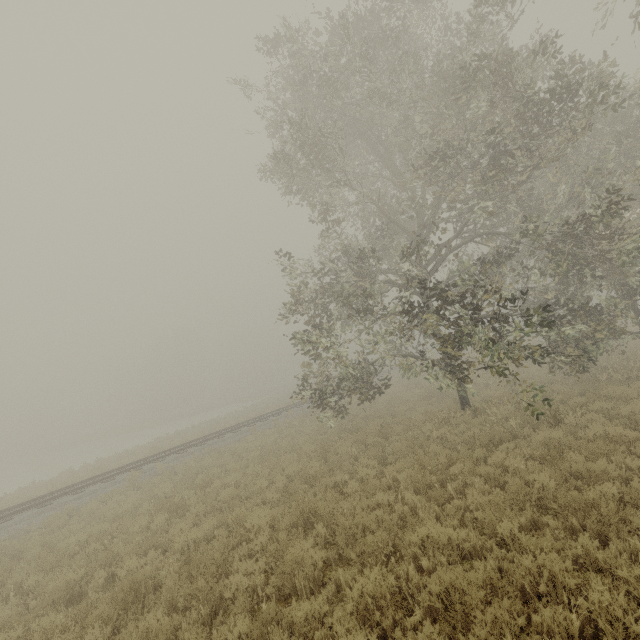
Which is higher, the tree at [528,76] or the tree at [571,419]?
the tree at [528,76]

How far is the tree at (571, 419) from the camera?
7.66m

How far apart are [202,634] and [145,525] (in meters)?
6.63

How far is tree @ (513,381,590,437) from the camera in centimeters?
766cm

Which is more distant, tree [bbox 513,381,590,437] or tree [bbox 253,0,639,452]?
tree [bbox 253,0,639,452]

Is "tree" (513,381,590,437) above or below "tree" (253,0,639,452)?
below
